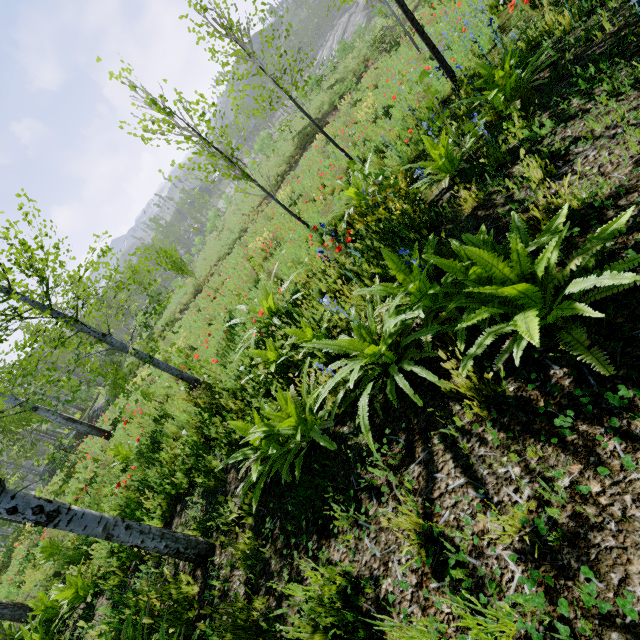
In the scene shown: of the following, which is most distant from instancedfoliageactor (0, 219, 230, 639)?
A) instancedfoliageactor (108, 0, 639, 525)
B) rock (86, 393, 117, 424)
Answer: instancedfoliageactor (108, 0, 639, 525)

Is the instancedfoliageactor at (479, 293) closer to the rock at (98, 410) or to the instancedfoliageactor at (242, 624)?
the instancedfoliageactor at (242, 624)

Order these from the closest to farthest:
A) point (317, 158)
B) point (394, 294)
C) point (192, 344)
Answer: point (394, 294) → point (192, 344) → point (317, 158)

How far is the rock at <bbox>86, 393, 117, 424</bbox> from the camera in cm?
1784

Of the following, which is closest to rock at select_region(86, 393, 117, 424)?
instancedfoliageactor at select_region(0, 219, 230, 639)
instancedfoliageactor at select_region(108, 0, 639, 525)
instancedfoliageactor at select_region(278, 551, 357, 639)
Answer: instancedfoliageactor at select_region(0, 219, 230, 639)

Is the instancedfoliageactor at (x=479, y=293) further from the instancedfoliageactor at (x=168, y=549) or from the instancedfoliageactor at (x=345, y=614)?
the instancedfoliageactor at (x=345, y=614)
